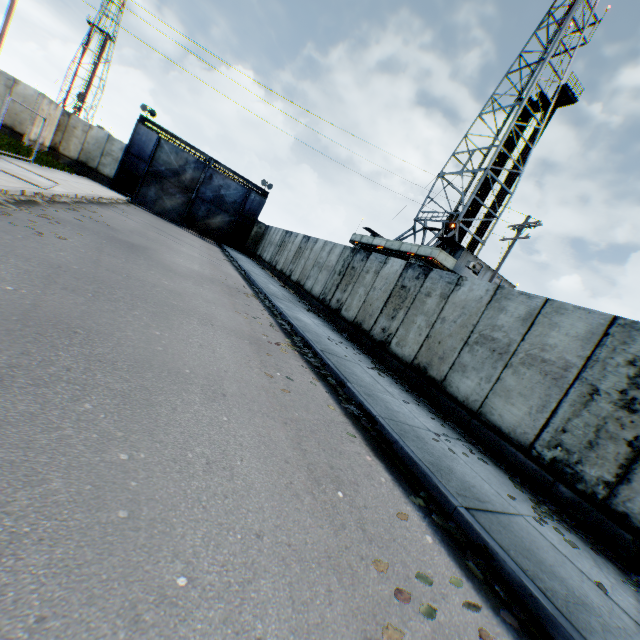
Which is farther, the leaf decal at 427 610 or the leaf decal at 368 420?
the leaf decal at 368 420

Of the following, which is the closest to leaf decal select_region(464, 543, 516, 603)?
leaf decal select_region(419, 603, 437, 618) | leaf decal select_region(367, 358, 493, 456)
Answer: Answer: leaf decal select_region(419, 603, 437, 618)

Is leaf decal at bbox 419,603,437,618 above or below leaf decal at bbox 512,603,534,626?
below

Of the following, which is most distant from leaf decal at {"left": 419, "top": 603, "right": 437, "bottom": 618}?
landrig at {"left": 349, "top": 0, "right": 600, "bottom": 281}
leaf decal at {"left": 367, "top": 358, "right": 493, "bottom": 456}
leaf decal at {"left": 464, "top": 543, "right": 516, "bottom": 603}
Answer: landrig at {"left": 349, "top": 0, "right": 600, "bottom": 281}

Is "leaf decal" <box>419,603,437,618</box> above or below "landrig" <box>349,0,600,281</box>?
below

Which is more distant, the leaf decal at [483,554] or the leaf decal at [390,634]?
the leaf decal at [483,554]

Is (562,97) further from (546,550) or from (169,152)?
(546,550)

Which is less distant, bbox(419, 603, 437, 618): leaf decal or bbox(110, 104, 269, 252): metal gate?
bbox(419, 603, 437, 618): leaf decal
